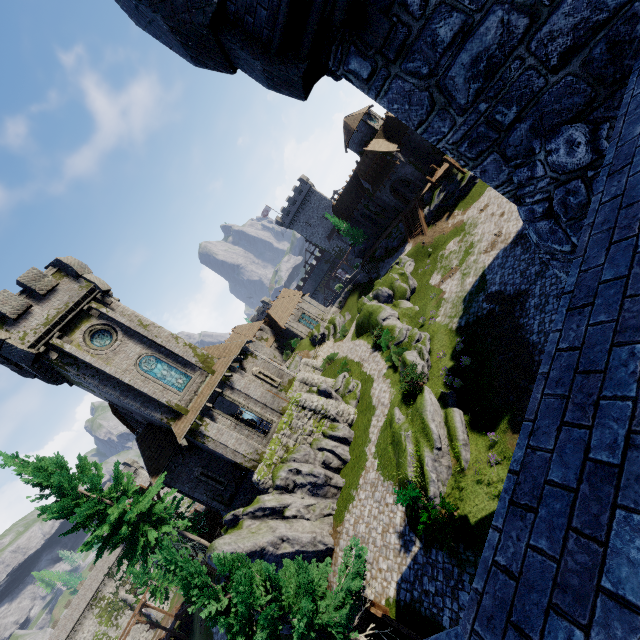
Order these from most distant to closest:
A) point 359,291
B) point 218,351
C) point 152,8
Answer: point 359,291 < point 218,351 < point 152,8

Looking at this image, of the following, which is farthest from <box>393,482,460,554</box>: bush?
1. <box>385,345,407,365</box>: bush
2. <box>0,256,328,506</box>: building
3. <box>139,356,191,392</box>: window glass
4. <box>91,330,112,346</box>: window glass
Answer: <box>91,330,112,346</box>: window glass

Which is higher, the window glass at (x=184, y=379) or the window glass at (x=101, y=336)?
the window glass at (x=101, y=336)

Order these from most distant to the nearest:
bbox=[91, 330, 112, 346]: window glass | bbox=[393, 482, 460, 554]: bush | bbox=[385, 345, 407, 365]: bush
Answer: bbox=[385, 345, 407, 365]: bush, bbox=[91, 330, 112, 346]: window glass, bbox=[393, 482, 460, 554]: bush

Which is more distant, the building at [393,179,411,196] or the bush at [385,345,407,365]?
the building at [393,179,411,196]

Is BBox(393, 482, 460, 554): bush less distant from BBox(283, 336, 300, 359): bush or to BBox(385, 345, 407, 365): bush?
BBox(385, 345, 407, 365): bush

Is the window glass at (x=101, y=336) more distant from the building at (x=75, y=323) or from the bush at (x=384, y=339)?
the bush at (x=384, y=339)

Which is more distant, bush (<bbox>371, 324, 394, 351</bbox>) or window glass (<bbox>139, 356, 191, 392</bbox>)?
bush (<bbox>371, 324, 394, 351</bbox>)
